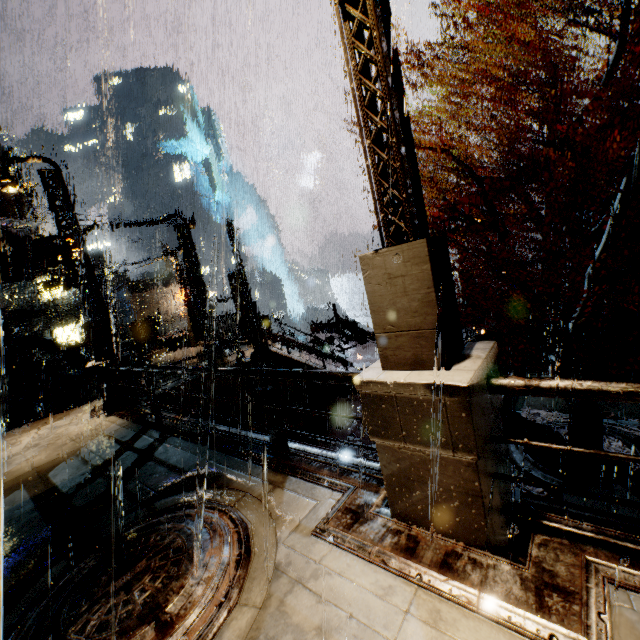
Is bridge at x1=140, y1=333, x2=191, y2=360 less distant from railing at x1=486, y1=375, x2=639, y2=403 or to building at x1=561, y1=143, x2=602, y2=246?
building at x1=561, y1=143, x2=602, y2=246

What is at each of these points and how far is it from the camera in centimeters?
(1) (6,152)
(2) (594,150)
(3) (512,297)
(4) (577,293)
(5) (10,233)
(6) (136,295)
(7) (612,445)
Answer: (1) building vent, 1855cm
(2) building, 1412cm
(3) trash can, 2156cm
(4) building, 1578cm
(5) building vent, 1770cm
(6) building, 4975cm
(7) leaves, 934cm

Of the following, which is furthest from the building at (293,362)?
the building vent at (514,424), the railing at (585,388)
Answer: the building vent at (514,424)

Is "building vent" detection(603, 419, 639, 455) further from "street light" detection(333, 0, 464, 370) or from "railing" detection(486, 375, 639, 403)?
"street light" detection(333, 0, 464, 370)

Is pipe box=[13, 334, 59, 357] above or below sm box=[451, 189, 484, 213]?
below

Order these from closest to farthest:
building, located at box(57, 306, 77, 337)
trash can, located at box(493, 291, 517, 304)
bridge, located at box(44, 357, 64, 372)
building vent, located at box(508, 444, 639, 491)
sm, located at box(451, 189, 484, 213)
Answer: building vent, located at box(508, 444, 639, 491) → sm, located at box(451, 189, 484, 213) → trash can, located at box(493, 291, 517, 304) → bridge, located at box(44, 357, 64, 372) → building, located at box(57, 306, 77, 337)

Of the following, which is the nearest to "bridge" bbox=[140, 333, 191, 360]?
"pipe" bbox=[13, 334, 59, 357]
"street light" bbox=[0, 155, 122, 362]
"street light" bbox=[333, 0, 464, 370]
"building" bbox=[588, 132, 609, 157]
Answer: "pipe" bbox=[13, 334, 59, 357]

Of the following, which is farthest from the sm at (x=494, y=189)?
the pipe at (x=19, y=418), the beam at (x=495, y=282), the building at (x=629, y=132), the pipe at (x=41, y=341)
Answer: the pipe at (x=41, y=341)
